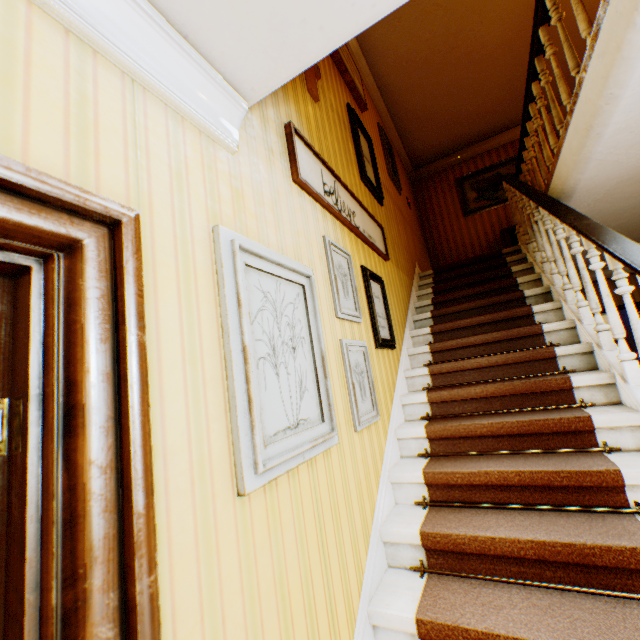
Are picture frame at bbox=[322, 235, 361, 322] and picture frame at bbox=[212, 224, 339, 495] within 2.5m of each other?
yes

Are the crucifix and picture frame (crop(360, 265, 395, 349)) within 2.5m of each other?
yes

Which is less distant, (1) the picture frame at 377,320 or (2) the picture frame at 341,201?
(2) the picture frame at 341,201

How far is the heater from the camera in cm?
660

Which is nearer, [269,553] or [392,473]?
[269,553]

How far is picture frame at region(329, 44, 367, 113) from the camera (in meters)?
3.68

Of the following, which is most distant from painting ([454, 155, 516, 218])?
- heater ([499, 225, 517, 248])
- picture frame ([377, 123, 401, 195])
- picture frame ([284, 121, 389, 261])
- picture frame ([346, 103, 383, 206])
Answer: picture frame ([284, 121, 389, 261])

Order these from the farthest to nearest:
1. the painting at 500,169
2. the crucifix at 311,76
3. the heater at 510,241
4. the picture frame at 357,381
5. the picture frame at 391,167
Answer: the painting at 500,169
the heater at 510,241
the picture frame at 391,167
the crucifix at 311,76
the picture frame at 357,381
